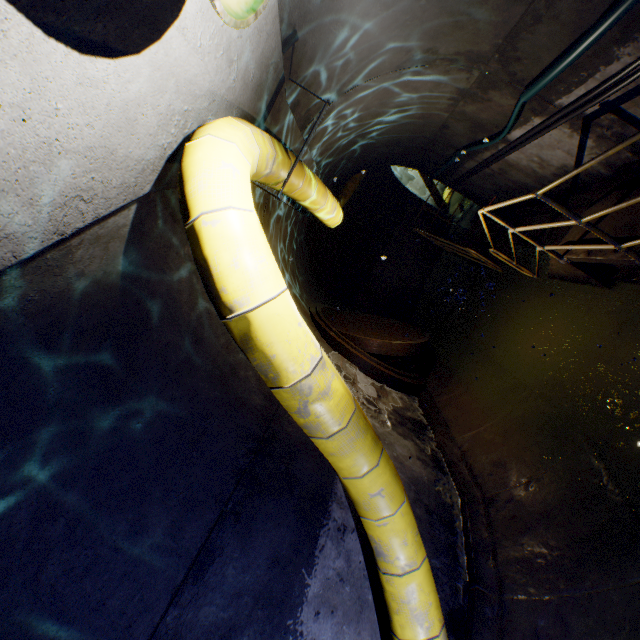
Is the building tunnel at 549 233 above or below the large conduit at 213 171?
below

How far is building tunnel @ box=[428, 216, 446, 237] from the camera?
13.40m

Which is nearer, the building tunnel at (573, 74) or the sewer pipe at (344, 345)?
the building tunnel at (573, 74)

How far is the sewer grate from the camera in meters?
6.2

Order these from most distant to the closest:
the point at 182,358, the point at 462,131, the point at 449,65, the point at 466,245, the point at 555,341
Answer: the point at 466,245 → the point at 462,131 → the point at 555,341 → the point at 449,65 → the point at 182,358

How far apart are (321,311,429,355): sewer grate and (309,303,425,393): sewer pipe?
0.00m

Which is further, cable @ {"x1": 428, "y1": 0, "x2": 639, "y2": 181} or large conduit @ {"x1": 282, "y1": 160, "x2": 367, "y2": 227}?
large conduit @ {"x1": 282, "y1": 160, "x2": 367, "y2": 227}

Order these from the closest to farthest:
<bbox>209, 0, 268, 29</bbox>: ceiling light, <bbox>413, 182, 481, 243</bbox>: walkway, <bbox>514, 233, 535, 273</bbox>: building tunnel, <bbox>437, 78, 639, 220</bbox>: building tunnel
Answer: <bbox>209, 0, 268, 29</bbox>: ceiling light, <bbox>437, 78, 639, 220</bbox>: building tunnel, <bbox>514, 233, 535, 273</bbox>: building tunnel, <bbox>413, 182, 481, 243</bbox>: walkway
